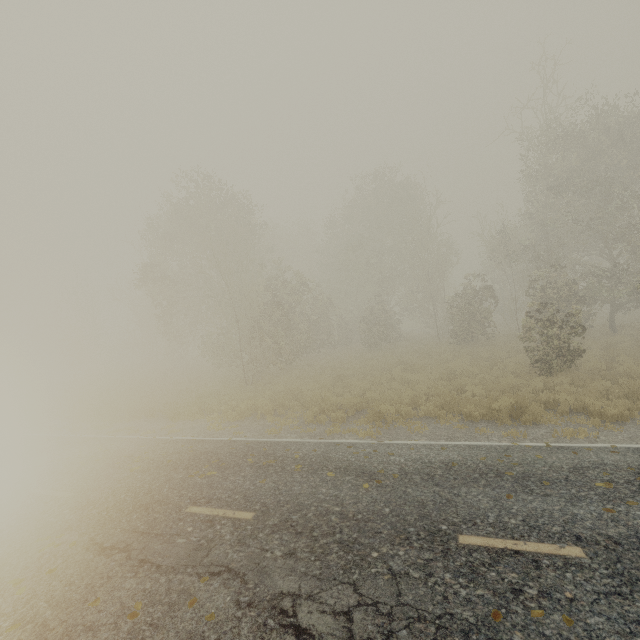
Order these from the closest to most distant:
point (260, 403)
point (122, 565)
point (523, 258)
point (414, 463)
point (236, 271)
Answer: point (122, 565) < point (414, 463) < point (260, 403) < point (523, 258) < point (236, 271)
